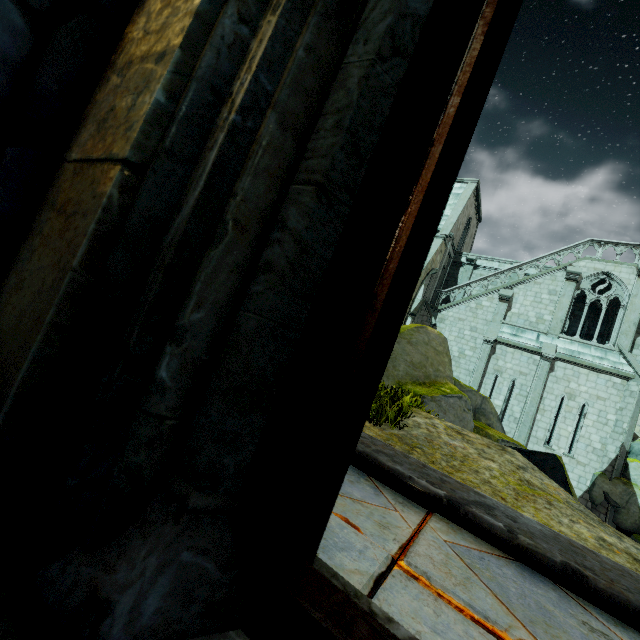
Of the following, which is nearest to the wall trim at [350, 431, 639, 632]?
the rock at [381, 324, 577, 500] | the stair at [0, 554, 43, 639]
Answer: the stair at [0, 554, 43, 639]

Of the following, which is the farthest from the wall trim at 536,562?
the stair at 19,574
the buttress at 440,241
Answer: the buttress at 440,241

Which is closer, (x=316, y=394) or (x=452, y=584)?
(x=316, y=394)

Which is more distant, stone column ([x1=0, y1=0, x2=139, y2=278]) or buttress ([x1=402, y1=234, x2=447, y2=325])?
buttress ([x1=402, y1=234, x2=447, y2=325])

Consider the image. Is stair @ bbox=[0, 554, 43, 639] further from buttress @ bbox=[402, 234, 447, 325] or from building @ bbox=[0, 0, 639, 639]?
buttress @ bbox=[402, 234, 447, 325]

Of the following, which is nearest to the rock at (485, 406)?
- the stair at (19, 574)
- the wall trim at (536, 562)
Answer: the wall trim at (536, 562)

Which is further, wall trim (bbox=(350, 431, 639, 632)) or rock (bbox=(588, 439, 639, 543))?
rock (bbox=(588, 439, 639, 543))

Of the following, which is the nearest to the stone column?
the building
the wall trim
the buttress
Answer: the building
